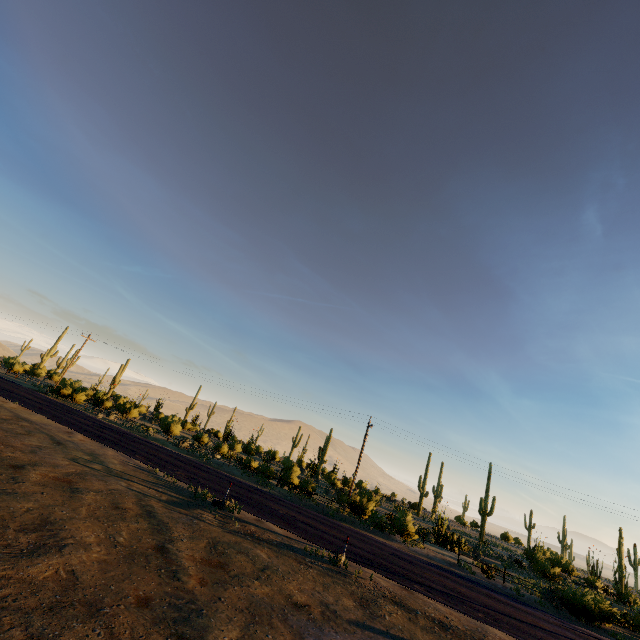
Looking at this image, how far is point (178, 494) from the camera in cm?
1547
